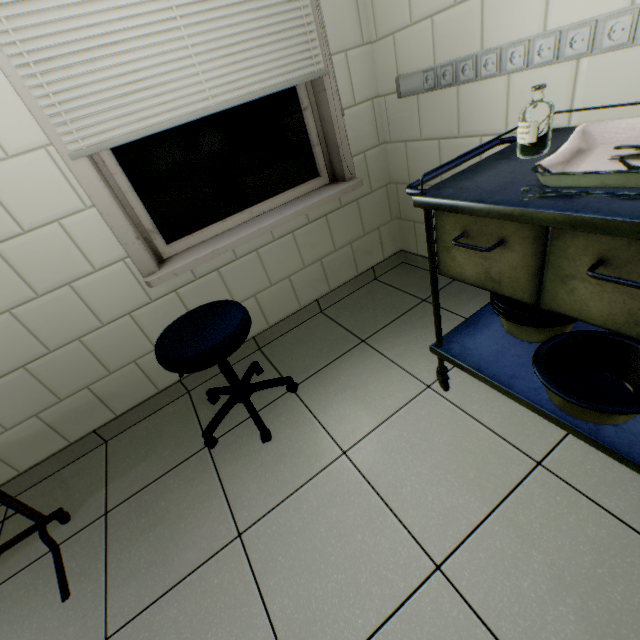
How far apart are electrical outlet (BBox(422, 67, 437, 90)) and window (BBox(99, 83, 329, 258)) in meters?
0.6 m

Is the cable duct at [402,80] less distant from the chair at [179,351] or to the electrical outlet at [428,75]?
the electrical outlet at [428,75]

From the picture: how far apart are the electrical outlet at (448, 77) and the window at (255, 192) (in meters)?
0.61

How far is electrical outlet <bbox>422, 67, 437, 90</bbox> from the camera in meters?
1.5 m

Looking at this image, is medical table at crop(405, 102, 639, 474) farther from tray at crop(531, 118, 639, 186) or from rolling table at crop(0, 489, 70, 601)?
rolling table at crop(0, 489, 70, 601)

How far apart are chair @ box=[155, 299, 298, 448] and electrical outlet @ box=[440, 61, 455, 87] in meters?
1.6

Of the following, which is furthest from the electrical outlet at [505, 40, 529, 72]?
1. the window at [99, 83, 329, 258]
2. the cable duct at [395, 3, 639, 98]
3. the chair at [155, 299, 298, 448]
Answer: the chair at [155, 299, 298, 448]

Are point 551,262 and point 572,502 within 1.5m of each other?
yes
